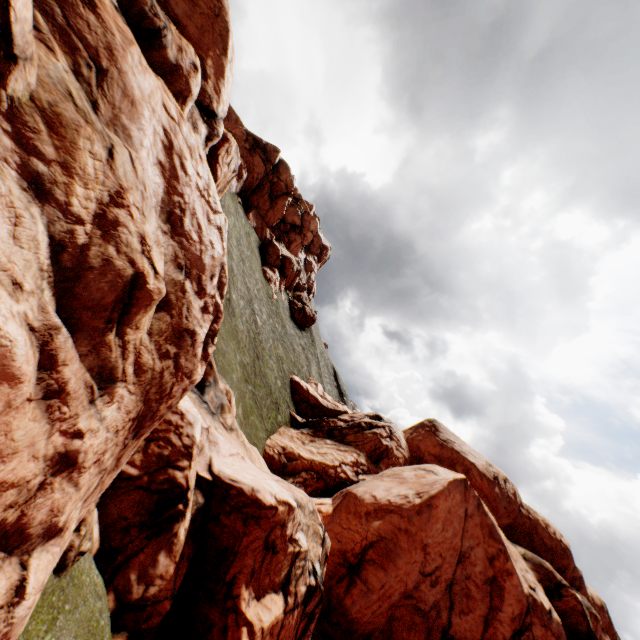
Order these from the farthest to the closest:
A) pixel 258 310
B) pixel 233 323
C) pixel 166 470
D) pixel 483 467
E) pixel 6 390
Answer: pixel 258 310
pixel 483 467
pixel 233 323
pixel 166 470
pixel 6 390
